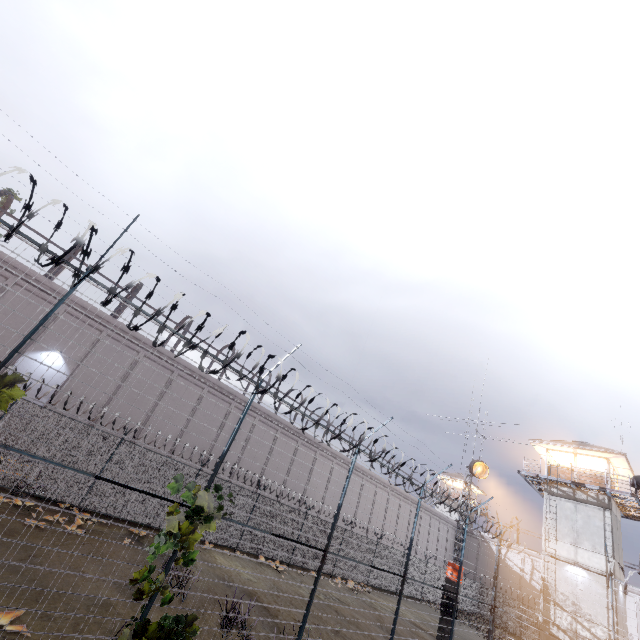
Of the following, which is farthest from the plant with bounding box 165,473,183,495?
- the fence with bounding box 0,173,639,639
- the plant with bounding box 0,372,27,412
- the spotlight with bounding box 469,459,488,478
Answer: the spotlight with bounding box 469,459,488,478

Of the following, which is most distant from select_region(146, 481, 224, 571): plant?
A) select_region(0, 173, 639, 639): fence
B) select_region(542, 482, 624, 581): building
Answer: select_region(542, 482, 624, 581): building

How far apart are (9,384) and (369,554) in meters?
26.0

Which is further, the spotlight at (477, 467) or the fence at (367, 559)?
the spotlight at (477, 467)

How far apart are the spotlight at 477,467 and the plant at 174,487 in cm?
1725

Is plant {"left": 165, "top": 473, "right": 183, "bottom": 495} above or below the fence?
above

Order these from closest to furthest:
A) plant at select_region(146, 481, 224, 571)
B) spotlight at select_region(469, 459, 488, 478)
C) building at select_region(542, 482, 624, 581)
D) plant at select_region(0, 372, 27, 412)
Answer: plant at select_region(0, 372, 27, 412), plant at select_region(146, 481, 224, 571), spotlight at select_region(469, 459, 488, 478), building at select_region(542, 482, 624, 581)

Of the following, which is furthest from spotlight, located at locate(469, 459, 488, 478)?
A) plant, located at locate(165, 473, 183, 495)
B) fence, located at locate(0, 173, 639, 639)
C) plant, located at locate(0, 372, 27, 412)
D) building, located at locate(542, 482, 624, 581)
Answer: plant, located at locate(0, 372, 27, 412)
